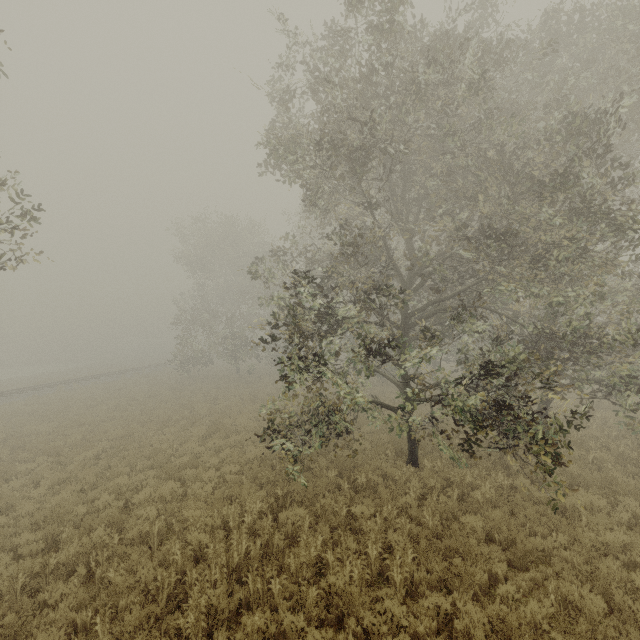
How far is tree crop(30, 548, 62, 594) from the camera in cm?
Answer: 650

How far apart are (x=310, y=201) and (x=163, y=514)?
9.90m

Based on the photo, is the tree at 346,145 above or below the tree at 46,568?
above

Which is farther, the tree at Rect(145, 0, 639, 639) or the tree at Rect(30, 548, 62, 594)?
the tree at Rect(145, 0, 639, 639)

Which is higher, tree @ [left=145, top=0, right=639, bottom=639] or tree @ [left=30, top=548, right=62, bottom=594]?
tree @ [left=145, top=0, right=639, bottom=639]

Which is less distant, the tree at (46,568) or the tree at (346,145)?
the tree at (46,568)
